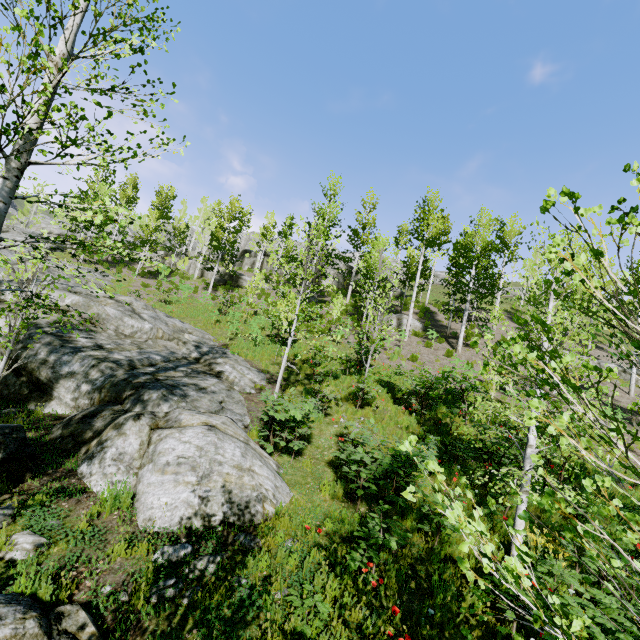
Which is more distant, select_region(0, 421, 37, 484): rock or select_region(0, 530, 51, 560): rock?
select_region(0, 421, 37, 484): rock

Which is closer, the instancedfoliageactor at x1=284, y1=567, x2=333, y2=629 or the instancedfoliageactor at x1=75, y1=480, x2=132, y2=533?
the instancedfoliageactor at x1=284, y1=567, x2=333, y2=629

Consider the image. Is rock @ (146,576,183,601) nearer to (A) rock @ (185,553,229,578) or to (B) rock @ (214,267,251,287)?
(A) rock @ (185,553,229,578)

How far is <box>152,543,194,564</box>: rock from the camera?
4.64m

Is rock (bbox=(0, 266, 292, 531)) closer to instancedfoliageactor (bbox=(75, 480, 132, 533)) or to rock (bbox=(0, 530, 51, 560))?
instancedfoliageactor (bbox=(75, 480, 132, 533))

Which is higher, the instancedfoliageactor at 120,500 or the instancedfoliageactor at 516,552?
the instancedfoliageactor at 516,552

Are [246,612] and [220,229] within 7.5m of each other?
no

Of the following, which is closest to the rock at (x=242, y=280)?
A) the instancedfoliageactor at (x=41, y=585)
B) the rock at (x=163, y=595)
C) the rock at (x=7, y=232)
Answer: the rock at (x=7, y=232)
